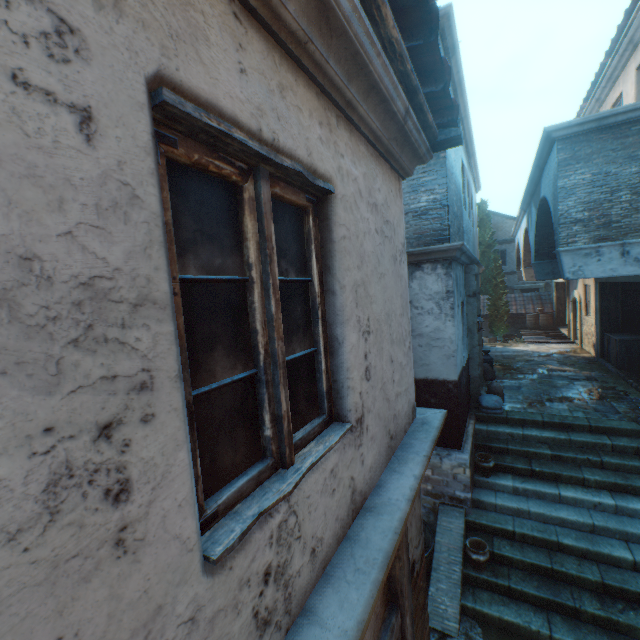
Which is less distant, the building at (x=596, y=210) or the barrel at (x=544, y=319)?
the building at (x=596, y=210)

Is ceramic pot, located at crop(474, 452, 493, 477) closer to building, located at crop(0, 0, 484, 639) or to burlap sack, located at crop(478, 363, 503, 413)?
building, located at crop(0, 0, 484, 639)

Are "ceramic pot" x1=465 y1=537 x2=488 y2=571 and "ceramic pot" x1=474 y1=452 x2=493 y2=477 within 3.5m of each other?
yes

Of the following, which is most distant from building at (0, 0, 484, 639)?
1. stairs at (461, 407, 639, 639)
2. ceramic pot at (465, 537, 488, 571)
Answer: ceramic pot at (465, 537, 488, 571)

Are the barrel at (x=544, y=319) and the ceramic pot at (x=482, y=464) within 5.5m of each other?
no

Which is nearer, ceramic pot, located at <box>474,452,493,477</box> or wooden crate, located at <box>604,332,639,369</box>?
ceramic pot, located at <box>474,452,493,477</box>

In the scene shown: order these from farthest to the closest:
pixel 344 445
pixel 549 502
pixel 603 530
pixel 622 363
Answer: pixel 622 363 → pixel 549 502 → pixel 603 530 → pixel 344 445

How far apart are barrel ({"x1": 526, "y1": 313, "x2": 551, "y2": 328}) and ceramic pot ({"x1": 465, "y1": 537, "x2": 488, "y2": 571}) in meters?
18.9
